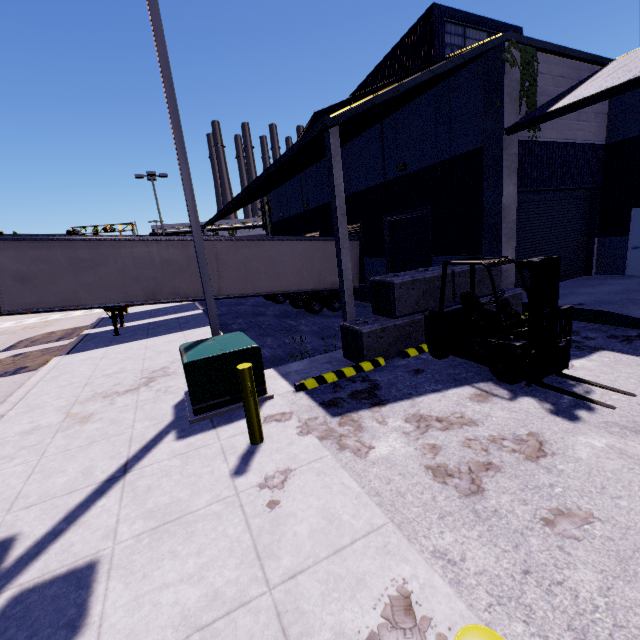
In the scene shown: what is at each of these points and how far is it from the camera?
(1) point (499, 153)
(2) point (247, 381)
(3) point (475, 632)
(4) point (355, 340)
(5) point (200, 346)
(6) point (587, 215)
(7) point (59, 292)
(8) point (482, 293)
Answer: (1) building, 9.7m
(2) post, 4.4m
(3) post, 1.2m
(4) concrete block, 7.6m
(5) electrical box, 6.1m
(6) roll-up door, 12.8m
(7) semi trailer, 12.1m
(8) concrete block, 9.0m

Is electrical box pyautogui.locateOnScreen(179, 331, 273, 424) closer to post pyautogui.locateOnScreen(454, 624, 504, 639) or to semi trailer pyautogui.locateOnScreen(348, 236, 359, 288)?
semi trailer pyautogui.locateOnScreen(348, 236, 359, 288)

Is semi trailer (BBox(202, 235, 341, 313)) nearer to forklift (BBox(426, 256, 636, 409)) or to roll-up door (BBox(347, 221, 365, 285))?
roll-up door (BBox(347, 221, 365, 285))

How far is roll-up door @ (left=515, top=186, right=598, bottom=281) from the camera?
11.2 meters

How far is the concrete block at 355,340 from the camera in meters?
7.6

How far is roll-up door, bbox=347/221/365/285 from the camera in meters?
17.5 m

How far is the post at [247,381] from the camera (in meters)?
4.40

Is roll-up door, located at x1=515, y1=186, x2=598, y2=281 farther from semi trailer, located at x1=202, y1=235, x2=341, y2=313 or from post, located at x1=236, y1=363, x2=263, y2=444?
post, located at x1=236, y1=363, x2=263, y2=444
